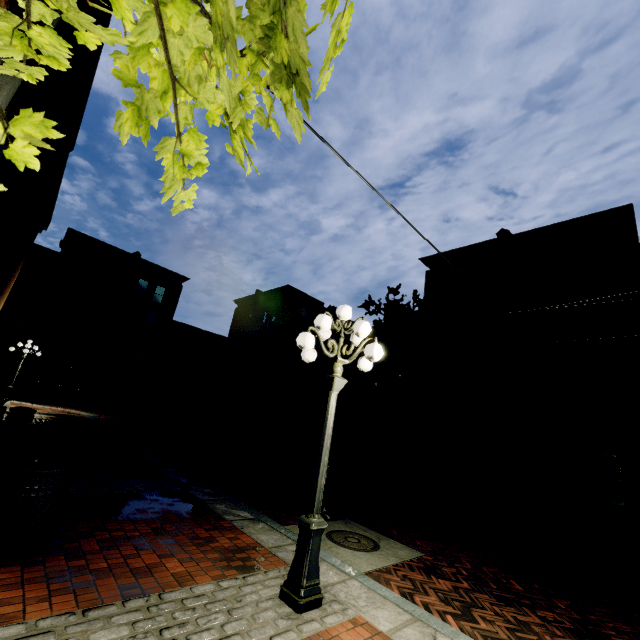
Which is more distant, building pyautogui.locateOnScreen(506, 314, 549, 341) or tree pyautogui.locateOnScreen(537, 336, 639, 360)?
building pyautogui.locateOnScreen(506, 314, 549, 341)

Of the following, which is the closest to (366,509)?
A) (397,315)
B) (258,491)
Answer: (258,491)

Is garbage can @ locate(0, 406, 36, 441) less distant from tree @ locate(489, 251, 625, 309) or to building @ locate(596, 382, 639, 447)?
building @ locate(596, 382, 639, 447)

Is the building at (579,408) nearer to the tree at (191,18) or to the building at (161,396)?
the tree at (191,18)

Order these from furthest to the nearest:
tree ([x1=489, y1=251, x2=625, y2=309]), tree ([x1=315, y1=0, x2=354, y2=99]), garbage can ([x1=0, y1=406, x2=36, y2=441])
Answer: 1. tree ([x1=489, y1=251, x2=625, y2=309])
2. garbage can ([x1=0, y1=406, x2=36, y2=441])
3. tree ([x1=315, y1=0, x2=354, y2=99])

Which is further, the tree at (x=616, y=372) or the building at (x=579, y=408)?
the building at (x=579, y=408)

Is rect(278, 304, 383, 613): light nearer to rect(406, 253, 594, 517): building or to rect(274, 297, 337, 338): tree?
rect(274, 297, 337, 338): tree
